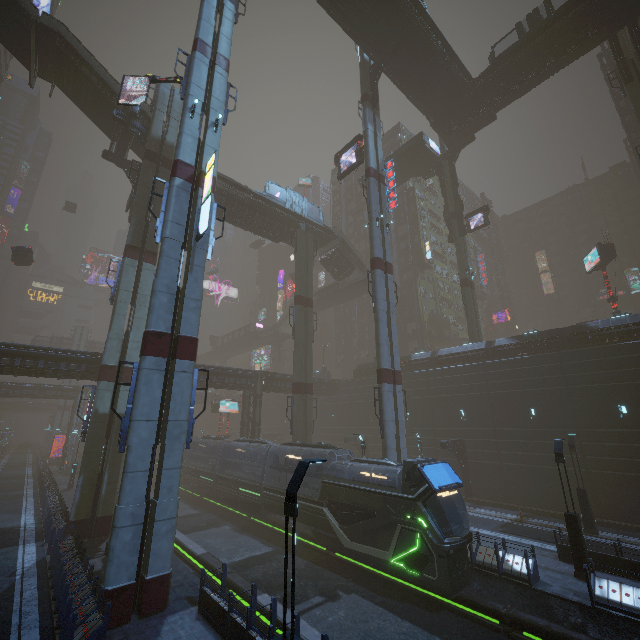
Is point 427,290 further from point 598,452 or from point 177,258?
point 177,258

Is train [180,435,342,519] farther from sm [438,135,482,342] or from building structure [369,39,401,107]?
building structure [369,39,401,107]

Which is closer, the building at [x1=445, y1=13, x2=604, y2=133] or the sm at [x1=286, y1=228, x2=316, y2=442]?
the building at [x1=445, y1=13, x2=604, y2=133]

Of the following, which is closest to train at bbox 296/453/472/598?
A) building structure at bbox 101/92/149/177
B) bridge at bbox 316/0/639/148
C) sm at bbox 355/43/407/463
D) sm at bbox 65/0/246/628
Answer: sm at bbox 355/43/407/463

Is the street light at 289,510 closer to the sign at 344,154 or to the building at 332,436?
the building at 332,436

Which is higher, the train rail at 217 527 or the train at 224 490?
the train at 224 490

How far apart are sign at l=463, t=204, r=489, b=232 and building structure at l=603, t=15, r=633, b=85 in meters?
14.3 m

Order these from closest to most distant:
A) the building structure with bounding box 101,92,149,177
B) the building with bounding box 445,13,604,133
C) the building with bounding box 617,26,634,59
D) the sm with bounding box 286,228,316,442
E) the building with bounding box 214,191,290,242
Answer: the building structure with bounding box 101,92,149,177 < the building with bounding box 445,13,604,133 < the sm with bounding box 286,228,316,442 < the building with bounding box 214,191,290,242 < the building with bounding box 617,26,634,59
